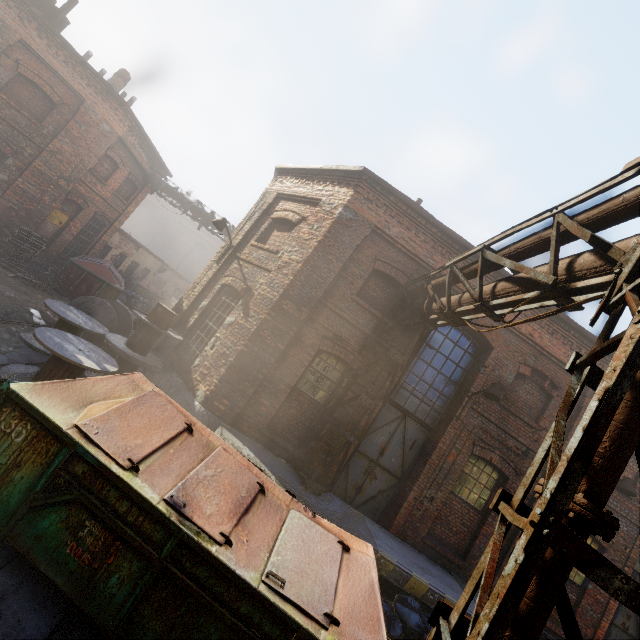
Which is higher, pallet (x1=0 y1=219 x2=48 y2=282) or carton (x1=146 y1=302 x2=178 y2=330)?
carton (x1=146 y1=302 x2=178 y2=330)

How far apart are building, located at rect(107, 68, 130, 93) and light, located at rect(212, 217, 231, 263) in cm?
1329

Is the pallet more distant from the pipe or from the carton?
the pipe

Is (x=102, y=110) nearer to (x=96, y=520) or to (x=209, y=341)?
(x=209, y=341)

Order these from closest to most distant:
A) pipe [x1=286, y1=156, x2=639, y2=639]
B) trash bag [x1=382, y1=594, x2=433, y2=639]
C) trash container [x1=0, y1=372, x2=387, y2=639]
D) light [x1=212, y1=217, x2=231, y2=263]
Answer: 1. pipe [x1=286, y1=156, x2=639, y2=639]
2. trash container [x1=0, y1=372, x2=387, y2=639]
3. trash bag [x1=382, y1=594, x2=433, y2=639]
4. light [x1=212, y1=217, x2=231, y2=263]

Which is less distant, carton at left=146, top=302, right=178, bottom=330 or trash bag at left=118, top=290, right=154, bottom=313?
carton at left=146, top=302, right=178, bottom=330

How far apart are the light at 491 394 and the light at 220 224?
8.49m

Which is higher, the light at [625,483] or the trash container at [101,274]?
the light at [625,483]
